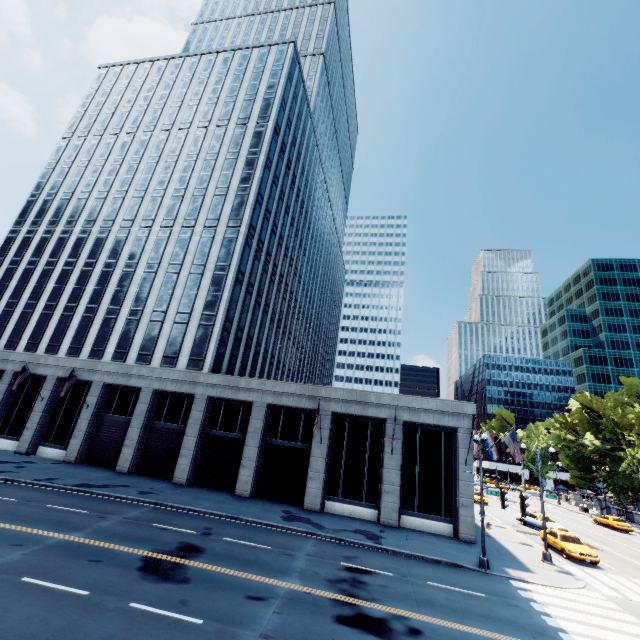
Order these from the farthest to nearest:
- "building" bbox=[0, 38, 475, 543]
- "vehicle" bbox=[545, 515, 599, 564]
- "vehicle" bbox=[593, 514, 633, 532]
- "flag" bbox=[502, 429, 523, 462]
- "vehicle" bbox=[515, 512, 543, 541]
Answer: "vehicle" bbox=[593, 514, 633, 532] < "vehicle" bbox=[515, 512, 543, 541] < "building" bbox=[0, 38, 475, 543] < "flag" bbox=[502, 429, 523, 462] < "vehicle" bbox=[545, 515, 599, 564]

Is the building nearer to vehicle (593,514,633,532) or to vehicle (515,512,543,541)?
vehicle (515,512,543,541)

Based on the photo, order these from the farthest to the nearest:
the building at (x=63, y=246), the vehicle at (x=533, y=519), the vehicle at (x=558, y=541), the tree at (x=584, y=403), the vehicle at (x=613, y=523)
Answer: the tree at (x=584, y=403) → the vehicle at (x=613, y=523) → the vehicle at (x=533, y=519) → the building at (x=63, y=246) → the vehicle at (x=558, y=541)

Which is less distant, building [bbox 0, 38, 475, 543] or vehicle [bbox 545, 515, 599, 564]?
vehicle [bbox 545, 515, 599, 564]

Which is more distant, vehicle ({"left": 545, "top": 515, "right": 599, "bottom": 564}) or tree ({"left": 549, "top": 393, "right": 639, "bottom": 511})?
tree ({"left": 549, "top": 393, "right": 639, "bottom": 511})

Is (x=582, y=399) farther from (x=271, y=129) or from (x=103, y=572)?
(x=103, y=572)

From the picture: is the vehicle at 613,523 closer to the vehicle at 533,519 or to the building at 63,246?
the vehicle at 533,519

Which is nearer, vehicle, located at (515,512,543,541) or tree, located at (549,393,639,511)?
vehicle, located at (515,512,543,541)
